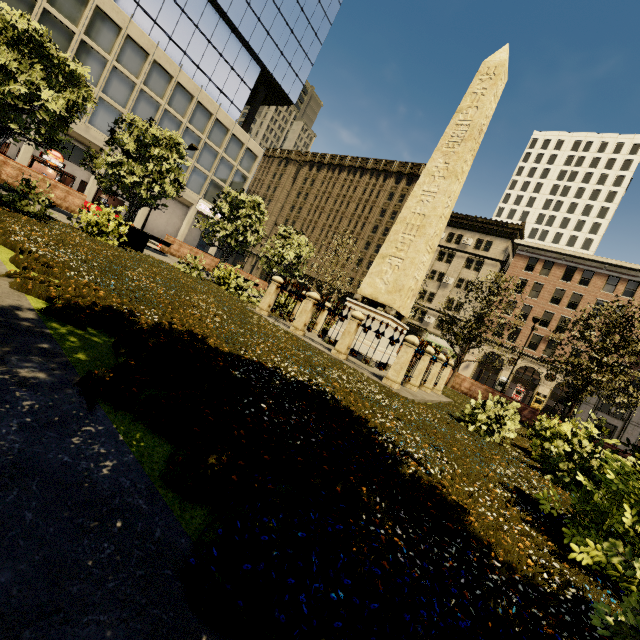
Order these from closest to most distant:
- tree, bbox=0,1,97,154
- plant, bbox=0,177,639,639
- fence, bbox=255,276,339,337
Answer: plant, bbox=0,177,639,639
fence, bbox=255,276,339,337
tree, bbox=0,1,97,154

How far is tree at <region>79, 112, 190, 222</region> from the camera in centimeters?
1448cm

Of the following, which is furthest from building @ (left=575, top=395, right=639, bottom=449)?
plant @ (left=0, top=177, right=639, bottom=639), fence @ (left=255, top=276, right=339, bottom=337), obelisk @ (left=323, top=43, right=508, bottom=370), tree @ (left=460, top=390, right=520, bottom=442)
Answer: tree @ (left=460, top=390, right=520, bottom=442)

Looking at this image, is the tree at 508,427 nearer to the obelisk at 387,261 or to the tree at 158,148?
the tree at 158,148

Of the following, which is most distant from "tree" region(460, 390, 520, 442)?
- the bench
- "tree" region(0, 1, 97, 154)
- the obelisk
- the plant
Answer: the bench

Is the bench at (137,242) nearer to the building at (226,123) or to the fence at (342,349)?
the fence at (342,349)

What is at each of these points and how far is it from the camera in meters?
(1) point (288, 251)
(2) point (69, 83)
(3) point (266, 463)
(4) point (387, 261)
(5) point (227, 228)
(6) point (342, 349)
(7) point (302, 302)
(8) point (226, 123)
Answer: (1) tree, 23.9 m
(2) tree, 13.0 m
(3) plant, 1.9 m
(4) obelisk, 11.1 m
(5) tree, 19.4 m
(6) fence, 8.9 m
(7) fence, 12.2 m
(8) building, 37.7 m

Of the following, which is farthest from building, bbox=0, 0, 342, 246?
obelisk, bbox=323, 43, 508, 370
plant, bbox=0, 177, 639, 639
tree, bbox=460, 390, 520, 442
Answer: tree, bbox=460, 390, 520, 442
